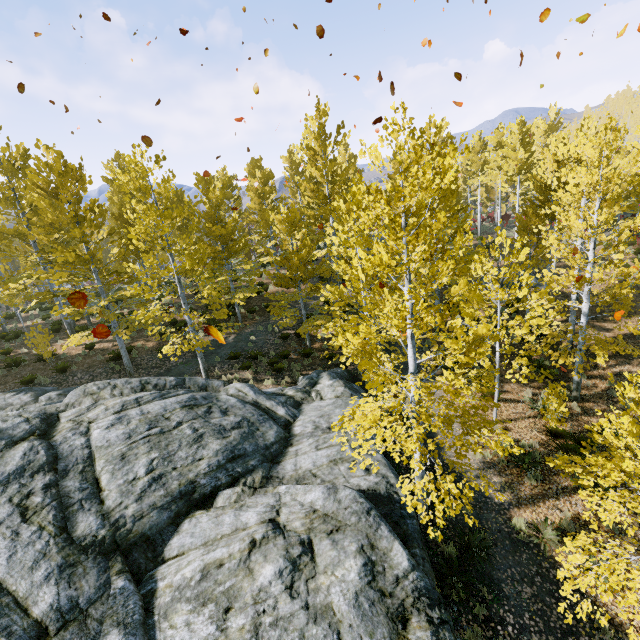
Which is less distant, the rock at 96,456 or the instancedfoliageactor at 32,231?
the rock at 96,456

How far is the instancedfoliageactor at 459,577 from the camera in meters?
6.8 m

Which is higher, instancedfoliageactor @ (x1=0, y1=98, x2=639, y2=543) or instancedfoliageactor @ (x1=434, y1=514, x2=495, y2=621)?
instancedfoliageactor @ (x1=0, y1=98, x2=639, y2=543)

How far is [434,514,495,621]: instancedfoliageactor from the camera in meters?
6.8

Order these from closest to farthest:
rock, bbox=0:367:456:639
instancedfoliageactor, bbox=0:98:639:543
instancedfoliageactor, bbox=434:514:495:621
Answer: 1. rock, bbox=0:367:456:639
2. instancedfoliageactor, bbox=0:98:639:543
3. instancedfoliageactor, bbox=434:514:495:621

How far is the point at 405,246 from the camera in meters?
5.7

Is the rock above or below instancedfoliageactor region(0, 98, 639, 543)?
below
